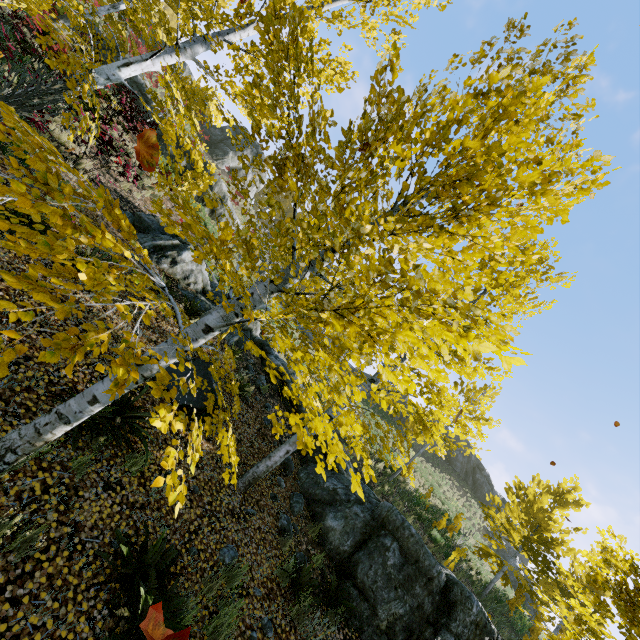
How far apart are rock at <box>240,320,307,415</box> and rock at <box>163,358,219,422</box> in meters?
3.7 m

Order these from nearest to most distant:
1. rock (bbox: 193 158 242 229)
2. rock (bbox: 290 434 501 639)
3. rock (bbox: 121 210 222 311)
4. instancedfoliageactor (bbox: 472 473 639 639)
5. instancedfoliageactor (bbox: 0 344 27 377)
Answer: instancedfoliageactor (bbox: 0 344 27 377) → instancedfoliageactor (bbox: 472 473 639 639) → rock (bbox: 290 434 501 639) → rock (bbox: 121 210 222 311) → rock (bbox: 193 158 242 229)

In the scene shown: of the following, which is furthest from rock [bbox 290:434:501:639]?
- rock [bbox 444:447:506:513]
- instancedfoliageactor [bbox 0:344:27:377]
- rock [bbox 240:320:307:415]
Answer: rock [bbox 444:447:506:513]

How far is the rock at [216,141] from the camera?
33.2m

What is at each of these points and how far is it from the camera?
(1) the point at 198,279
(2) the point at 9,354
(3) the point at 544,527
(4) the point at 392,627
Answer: (1) rock, 11.4 meters
(2) instancedfoliageactor, 1.4 meters
(3) instancedfoliageactor, 13.4 meters
(4) rock, 6.1 meters

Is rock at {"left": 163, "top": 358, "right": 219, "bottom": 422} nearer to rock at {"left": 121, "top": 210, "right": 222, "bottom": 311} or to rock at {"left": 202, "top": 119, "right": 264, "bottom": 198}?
rock at {"left": 121, "top": 210, "right": 222, "bottom": 311}

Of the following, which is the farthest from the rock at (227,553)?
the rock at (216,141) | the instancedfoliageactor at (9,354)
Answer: the rock at (216,141)

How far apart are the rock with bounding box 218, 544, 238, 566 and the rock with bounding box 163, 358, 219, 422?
2.34m
